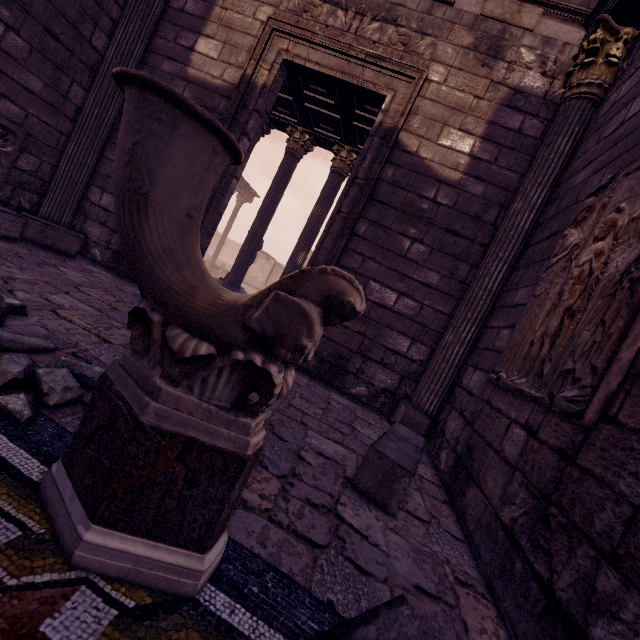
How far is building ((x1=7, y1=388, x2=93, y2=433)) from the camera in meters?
1.4

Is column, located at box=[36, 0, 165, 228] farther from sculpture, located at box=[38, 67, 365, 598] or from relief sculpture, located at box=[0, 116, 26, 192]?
sculpture, located at box=[38, 67, 365, 598]

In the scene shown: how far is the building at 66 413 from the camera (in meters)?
1.39

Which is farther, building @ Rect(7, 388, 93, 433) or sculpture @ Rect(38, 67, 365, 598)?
building @ Rect(7, 388, 93, 433)

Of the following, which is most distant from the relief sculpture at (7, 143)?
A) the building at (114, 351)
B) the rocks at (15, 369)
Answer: the rocks at (15, 369)

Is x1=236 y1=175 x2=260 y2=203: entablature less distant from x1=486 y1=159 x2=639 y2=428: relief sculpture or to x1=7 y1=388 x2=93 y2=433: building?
x1=7 y1=388 x2=93 y2=433: building

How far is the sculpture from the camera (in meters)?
0.86

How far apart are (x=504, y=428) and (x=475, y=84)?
4.14m
